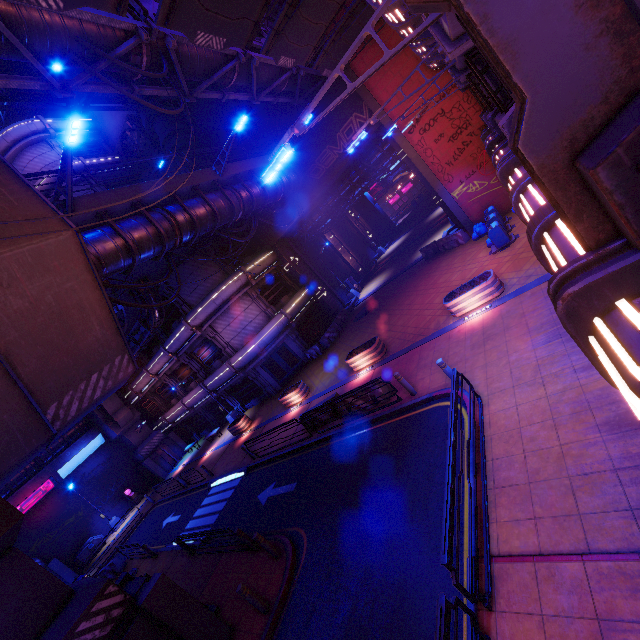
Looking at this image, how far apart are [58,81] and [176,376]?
26.8 meters

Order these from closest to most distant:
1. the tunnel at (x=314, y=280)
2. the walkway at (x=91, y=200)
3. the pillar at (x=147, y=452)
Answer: the walkway at (x=91, y=200) < the tunnel at (x=314, y=280) < the pillar at (x=147, y=452)

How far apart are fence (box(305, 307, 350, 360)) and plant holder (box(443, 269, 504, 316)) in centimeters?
1263cm

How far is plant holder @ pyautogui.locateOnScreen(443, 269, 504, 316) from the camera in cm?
1242

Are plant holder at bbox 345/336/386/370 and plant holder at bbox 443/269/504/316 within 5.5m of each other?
yes

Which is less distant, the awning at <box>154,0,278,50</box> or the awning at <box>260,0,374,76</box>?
the awning at <box>154,0,278,50</box>

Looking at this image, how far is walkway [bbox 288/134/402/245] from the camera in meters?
25.2

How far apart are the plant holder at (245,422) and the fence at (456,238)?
19.0m
